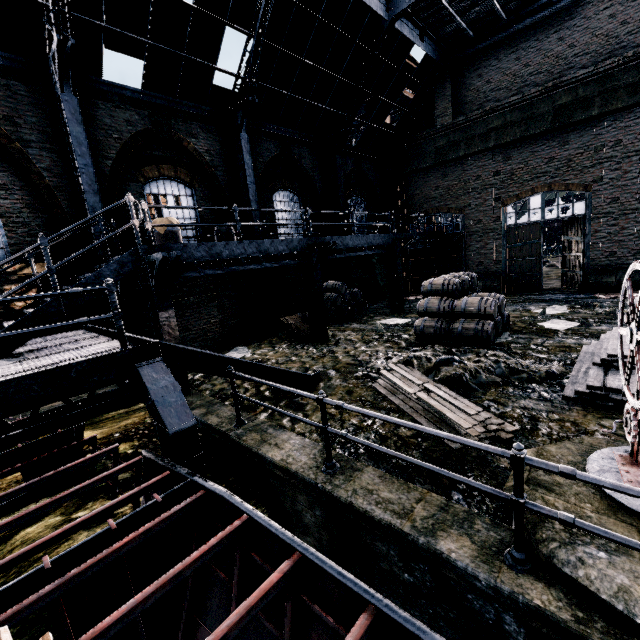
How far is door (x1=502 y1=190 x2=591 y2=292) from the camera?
16.25m

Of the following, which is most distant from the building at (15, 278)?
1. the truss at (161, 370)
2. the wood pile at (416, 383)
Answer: the wood pile at (416, 383)

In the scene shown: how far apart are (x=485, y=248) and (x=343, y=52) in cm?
1277

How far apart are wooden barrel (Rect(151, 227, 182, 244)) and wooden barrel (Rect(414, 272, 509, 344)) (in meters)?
8.30

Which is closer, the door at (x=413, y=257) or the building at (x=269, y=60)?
the building at (x=269, y=60)

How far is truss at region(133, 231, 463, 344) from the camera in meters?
8.0 m

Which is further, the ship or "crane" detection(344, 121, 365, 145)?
the ship

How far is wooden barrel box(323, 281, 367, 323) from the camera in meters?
15.9 m
